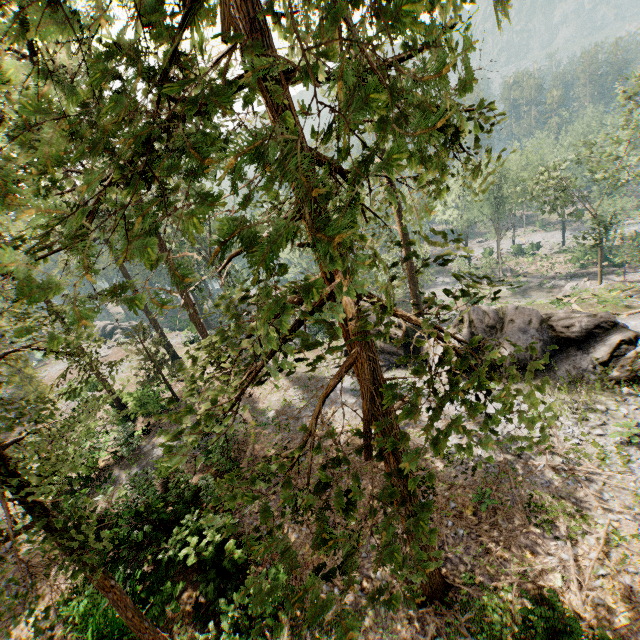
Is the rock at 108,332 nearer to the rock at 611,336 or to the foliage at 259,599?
the foliage at 259,599

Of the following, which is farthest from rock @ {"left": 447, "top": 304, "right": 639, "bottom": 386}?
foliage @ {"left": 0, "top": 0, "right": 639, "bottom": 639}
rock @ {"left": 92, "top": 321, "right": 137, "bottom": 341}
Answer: rock @ {"left": 92, "top": 321, "right": 137, "bottom": 341}

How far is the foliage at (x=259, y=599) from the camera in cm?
313

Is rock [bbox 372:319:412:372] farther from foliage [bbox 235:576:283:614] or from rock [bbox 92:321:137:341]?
rock [bbox 92:321:137:341]

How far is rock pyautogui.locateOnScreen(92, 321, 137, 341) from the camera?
53.6 meters

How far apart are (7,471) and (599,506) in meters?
18.0
